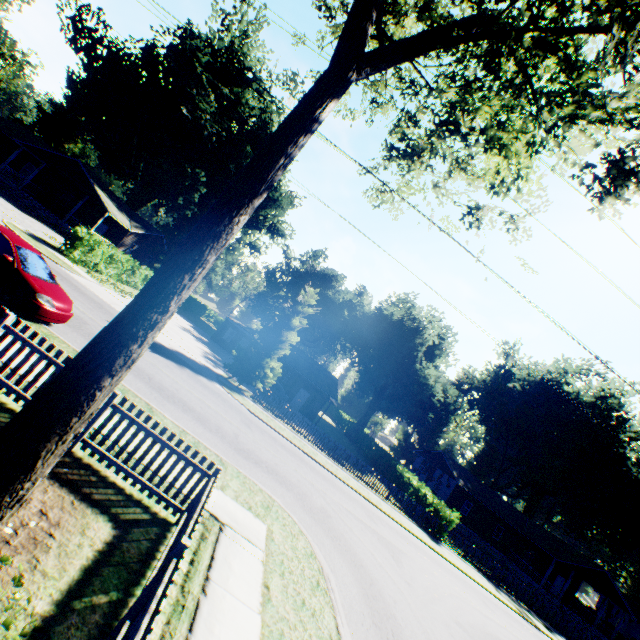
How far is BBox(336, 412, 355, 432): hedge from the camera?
51.56m

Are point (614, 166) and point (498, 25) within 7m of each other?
yes

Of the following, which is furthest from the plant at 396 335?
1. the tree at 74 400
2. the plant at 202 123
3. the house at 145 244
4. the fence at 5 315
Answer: the plant at 202 123

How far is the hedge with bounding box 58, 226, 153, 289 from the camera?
21.8 meters

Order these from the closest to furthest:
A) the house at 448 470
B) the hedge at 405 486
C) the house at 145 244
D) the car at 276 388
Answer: the hedge at 405 486, the car at 276 388, the house at 145 244, the house at 448 470

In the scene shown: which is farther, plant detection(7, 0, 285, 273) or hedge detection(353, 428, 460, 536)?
plant detection(7, 0, 285, 273)

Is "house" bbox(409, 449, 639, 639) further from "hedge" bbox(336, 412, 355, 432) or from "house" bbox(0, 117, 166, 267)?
"house" bbox(0, 117, 166, 267)

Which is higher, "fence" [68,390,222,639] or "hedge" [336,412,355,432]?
"hedge" [336,412,355,432]
